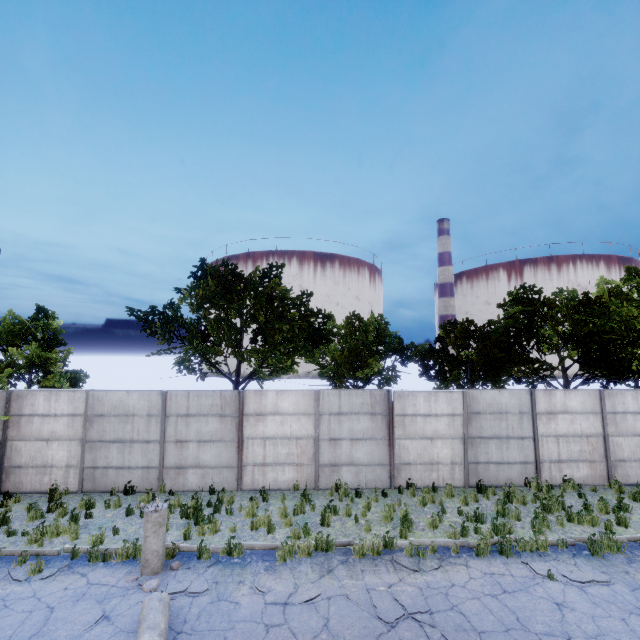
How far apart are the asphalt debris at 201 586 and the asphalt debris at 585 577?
7.4 meters

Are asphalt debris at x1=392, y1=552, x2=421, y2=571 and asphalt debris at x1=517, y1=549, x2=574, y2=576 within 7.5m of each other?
yes

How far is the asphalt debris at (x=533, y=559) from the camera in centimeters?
752cm

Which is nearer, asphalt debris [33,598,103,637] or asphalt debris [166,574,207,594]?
asphalt debris [33,598,103,637]

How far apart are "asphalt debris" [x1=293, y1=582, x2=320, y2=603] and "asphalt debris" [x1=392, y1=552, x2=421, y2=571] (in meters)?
2.10

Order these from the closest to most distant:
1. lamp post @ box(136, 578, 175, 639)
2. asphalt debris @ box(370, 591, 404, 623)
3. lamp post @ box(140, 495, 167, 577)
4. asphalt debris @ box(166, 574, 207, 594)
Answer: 1. lamp post @ box(136, 578, 175, 639)
2. asphalt debris @ box(370, 591, 404, 623)
3. asphalt debris @ box(166, 574, 207, 594)
4. lamp post @ box(140, 495, 167, 577)

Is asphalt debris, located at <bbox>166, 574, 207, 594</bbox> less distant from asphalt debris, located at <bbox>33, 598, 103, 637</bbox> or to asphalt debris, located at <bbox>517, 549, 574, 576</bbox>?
asphalt debris, located at <bbox>33, 598, 103, 637</bbox>

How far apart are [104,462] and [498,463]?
15.03m
